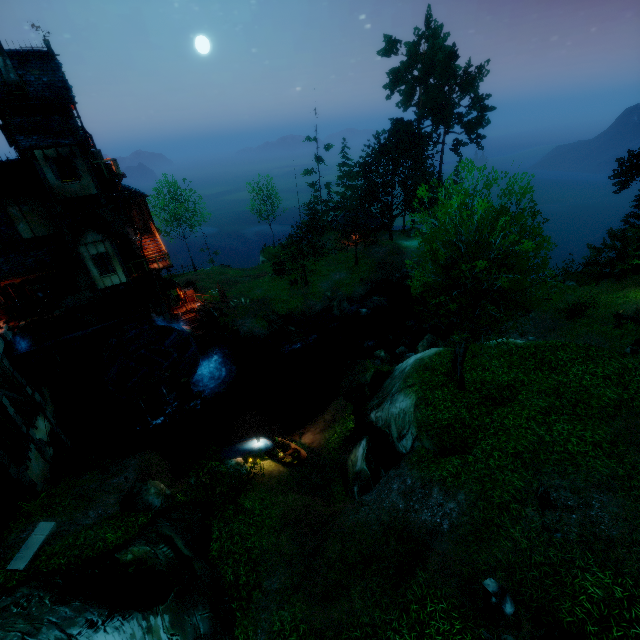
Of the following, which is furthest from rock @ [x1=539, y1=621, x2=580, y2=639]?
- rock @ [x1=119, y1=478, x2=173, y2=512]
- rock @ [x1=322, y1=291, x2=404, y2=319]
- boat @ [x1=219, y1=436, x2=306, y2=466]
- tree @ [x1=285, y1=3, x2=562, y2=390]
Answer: rock @ [x1=322, y1=291, x2=404, y2=319]

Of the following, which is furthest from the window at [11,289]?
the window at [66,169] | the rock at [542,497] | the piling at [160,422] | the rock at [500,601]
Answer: the rock at [542,497]

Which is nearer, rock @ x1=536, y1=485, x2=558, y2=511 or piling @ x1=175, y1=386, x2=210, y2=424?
rock @ x1=536, y1=485, x2=558, y2=511

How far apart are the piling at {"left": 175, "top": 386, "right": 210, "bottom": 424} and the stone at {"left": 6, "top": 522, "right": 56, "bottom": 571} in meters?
11.0

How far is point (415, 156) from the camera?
40.56m

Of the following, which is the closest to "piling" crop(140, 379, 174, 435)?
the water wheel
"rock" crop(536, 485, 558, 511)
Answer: the water wheel

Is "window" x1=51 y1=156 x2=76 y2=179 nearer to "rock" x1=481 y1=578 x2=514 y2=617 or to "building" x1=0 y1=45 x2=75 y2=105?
"building" x1=0 y1=45 x2=75 y2=105

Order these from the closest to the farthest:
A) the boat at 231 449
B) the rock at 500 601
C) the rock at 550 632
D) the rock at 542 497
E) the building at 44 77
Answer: the rock at 550 632 < the rock at 500 601 < the rock at 542 497 < the building at 44 77 < the boat at 231 449
